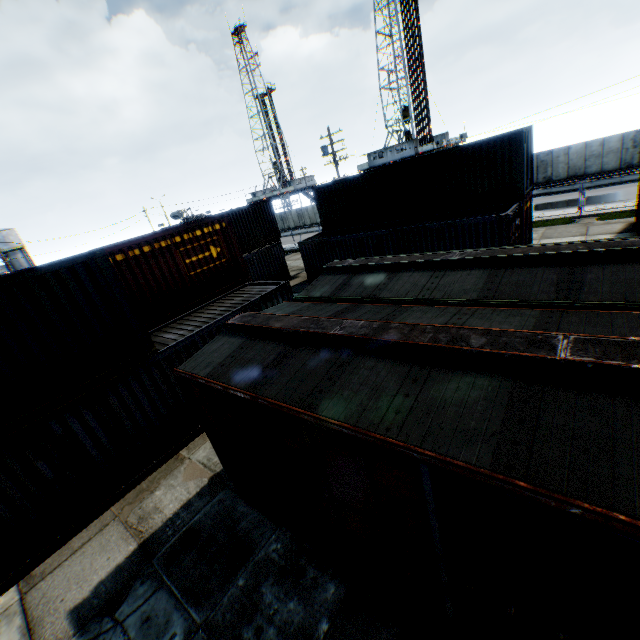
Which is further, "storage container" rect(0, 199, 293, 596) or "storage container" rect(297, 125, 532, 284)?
"storage container" rect(297, 125, 532, 284)

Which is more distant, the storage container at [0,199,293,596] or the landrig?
the landrig

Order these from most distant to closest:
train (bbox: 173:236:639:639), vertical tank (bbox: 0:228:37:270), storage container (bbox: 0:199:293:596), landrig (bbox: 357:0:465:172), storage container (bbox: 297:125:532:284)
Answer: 1. vertical tank (bbox: 0:228:37:270)
2. landrig (bbox: 357:0:465:172)
3. storage container (bbox: 297:125:532:284)
4. storage container (bbox: 0:199:293:596)
5. train (bbox: 173:236:639:639)

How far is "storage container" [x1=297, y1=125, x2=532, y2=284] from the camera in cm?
1436

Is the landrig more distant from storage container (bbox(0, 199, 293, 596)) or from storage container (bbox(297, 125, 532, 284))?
storage container (bbox(0, 199, 293, 596))

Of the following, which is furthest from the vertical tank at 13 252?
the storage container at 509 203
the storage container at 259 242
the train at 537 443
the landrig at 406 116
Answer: the train at 537 443

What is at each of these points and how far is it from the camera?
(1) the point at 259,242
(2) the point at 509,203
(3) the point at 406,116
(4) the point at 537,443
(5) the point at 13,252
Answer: (1) storage container, 24.2 meters
(2) storage container, 15.0 meters
(3) landrig, 45.1 meters
(4) train, 2.8 meters
(5) vertical tank, 54.0 meters

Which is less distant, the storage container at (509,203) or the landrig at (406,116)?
the storage container at (509,203)
